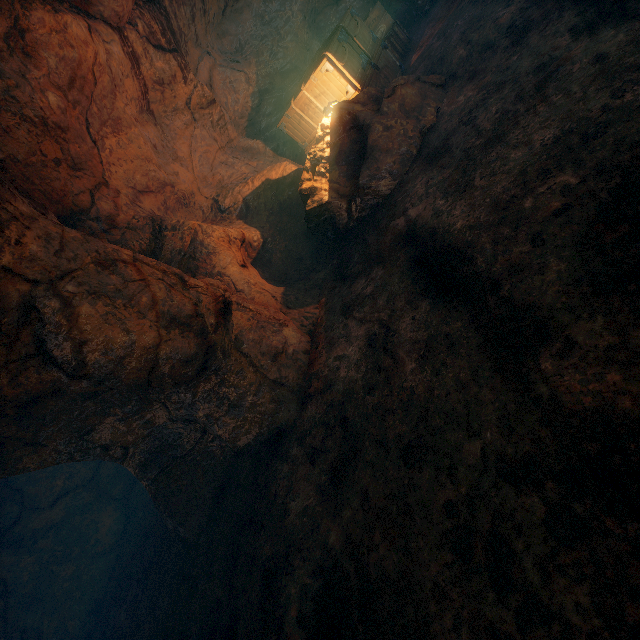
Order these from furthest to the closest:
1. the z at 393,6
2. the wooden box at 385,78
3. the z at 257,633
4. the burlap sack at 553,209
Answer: the z at 393,6
the wooden box at 385,78
the z at 257,633
the burlap sack at 553,209

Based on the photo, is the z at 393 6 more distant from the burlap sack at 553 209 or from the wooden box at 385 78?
the wooden box at 385 78

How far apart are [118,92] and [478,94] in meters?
5.9

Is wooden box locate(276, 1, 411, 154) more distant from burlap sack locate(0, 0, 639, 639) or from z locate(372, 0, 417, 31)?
z locate(372, 0, 417, 31)

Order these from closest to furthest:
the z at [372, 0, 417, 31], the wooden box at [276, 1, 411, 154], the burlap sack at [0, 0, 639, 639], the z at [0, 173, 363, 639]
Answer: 1. the burlap sack at [0, 0, 639, 639]
2. the z at [0, 173, 363, 639]
3. the wooden box at [276, 1, 411, 154]
4. the z at [372, 0, 417, 31]

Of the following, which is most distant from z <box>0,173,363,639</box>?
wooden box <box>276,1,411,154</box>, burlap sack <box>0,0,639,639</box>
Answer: wooden box <box>276,1,411,154</box>
